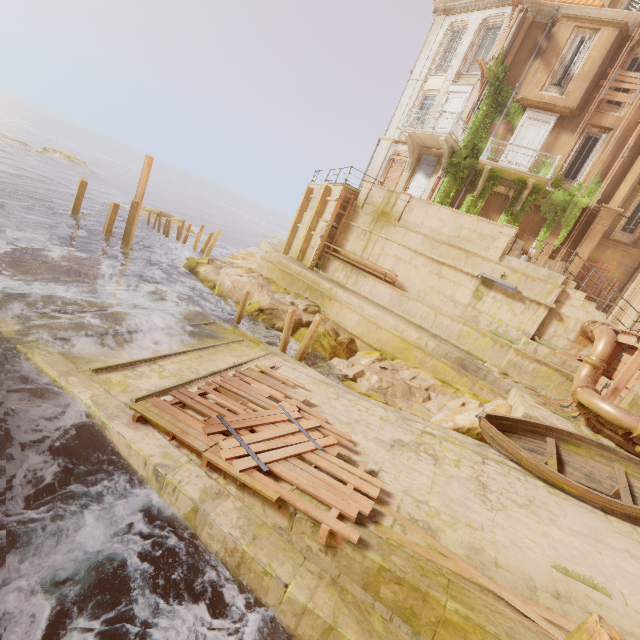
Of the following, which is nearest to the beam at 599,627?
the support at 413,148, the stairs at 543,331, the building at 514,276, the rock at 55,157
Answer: the building at 514,276

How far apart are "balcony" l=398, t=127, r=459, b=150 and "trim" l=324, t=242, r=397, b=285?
8.3 meters

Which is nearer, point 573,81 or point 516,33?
point 573,81

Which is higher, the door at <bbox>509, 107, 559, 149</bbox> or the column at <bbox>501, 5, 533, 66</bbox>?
the column at <bbox>501, 5, 533, 66</bbox>

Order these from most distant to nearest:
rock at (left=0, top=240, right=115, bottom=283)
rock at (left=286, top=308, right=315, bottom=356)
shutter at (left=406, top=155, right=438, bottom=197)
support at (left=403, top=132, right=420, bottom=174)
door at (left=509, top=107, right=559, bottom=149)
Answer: shutter at (left=406, top=155, right=438, bottom=197) → support at (left=403, top=132, right=420, bottom=174) → door at (left=509, top=107, right=559, bottom=149) → rock at (left=286, top=308, right=315, bottom=356) → rock at (left=0, top=240, right=115, bottom=283)

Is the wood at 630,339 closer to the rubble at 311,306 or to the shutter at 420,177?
the rubble at 311,306

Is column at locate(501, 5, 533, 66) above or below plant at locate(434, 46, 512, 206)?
above

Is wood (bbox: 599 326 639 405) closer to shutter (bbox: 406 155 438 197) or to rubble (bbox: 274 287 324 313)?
rubble (bbox: 274 287 324 313)
